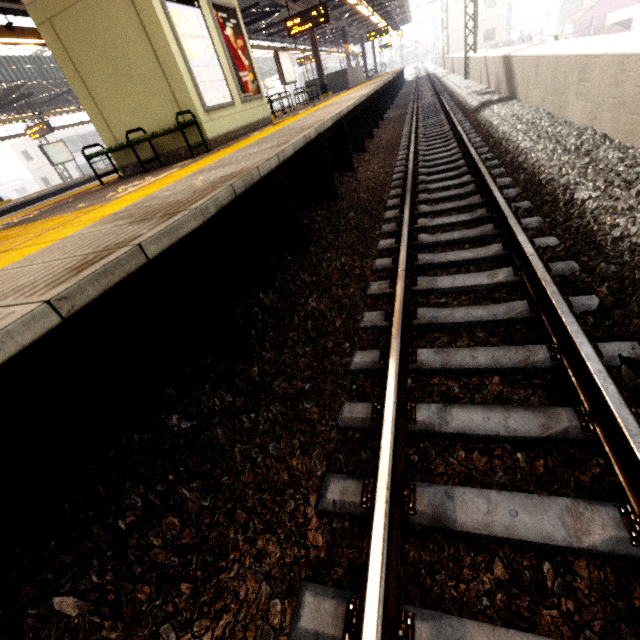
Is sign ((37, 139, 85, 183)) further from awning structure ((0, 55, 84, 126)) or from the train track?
the train track

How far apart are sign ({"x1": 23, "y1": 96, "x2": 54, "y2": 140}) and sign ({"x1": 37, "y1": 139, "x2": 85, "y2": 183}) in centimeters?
222cm

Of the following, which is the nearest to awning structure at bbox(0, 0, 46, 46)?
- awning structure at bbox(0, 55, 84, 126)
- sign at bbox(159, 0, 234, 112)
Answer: sign at bbox(159, 0, 234, 112)

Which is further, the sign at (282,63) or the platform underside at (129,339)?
the sign at (282,63)

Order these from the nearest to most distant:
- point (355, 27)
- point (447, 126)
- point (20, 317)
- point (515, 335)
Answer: point (20, 317), point (515, 335), point (447, 126), point (355, 27)

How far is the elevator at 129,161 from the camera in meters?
6.7 m

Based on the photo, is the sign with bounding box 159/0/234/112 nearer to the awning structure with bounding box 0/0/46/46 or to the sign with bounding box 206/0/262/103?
the sign with bounding box 206/0/262/103

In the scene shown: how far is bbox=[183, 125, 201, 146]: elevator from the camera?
6.1 meters
